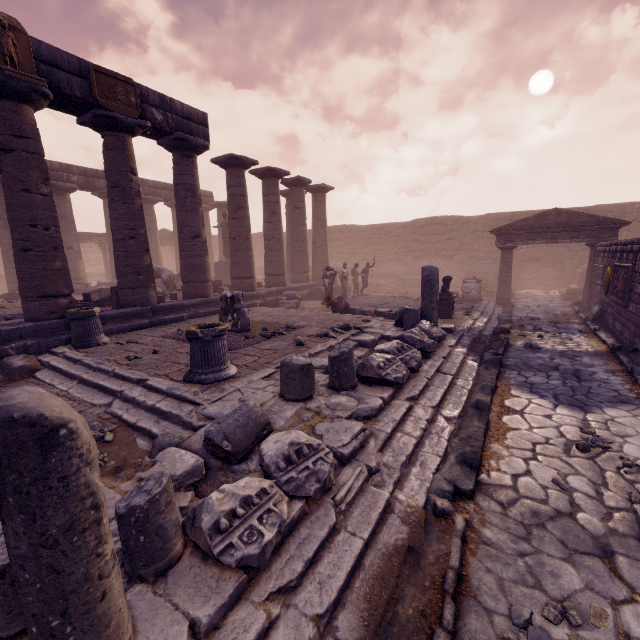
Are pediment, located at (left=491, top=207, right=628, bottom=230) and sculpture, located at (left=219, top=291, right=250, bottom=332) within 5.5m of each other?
no

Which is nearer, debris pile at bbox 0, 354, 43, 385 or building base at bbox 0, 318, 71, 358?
debris pile at bbox 0, 354, 43, 385

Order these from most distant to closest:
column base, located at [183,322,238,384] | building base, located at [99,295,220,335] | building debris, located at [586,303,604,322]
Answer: building debris, located at [586,303,604,322], building base, located at [99,295,220,335], column base, located at [183,322,238,384]

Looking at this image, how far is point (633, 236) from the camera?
18.3 meters

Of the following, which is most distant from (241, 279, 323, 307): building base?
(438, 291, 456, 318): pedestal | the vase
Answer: (438, 291, 456, 318): pedestal

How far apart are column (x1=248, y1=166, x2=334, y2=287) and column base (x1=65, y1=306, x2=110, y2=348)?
10.35m

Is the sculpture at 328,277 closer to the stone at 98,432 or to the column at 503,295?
the column at 503,295

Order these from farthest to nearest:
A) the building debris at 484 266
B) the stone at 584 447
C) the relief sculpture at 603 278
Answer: the building debris at 484 266
the relief sculpture at 603 278
the stone at 584 447
